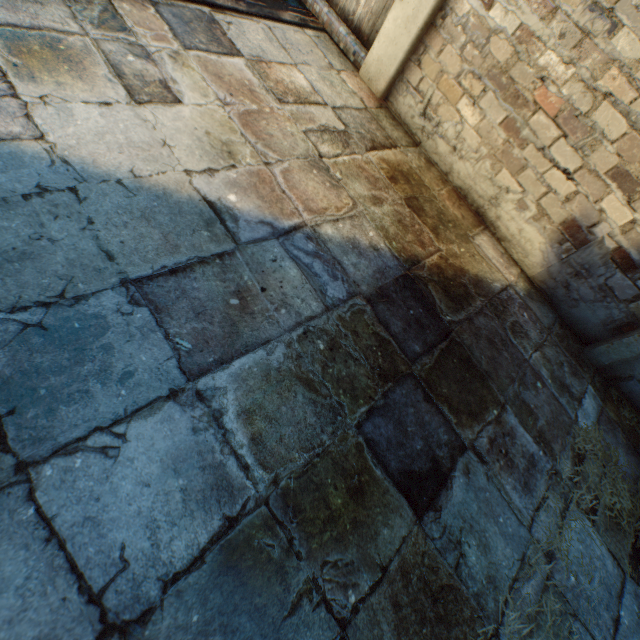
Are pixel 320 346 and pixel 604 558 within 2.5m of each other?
yes
